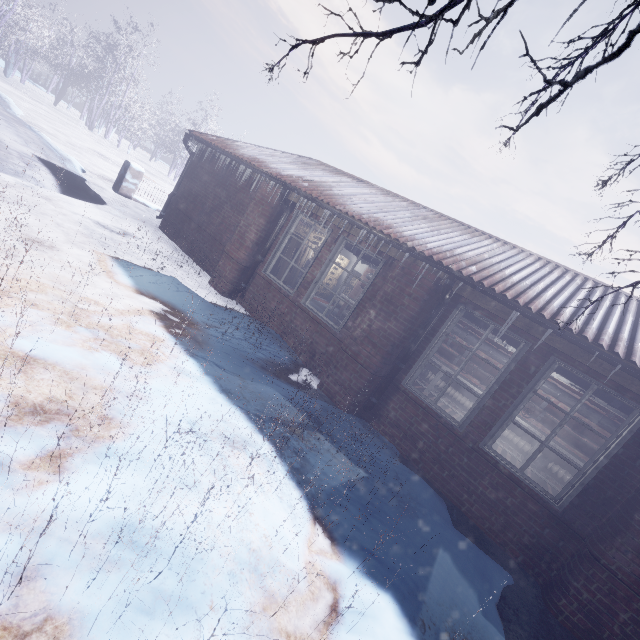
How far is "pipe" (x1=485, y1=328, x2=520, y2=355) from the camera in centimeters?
418cm

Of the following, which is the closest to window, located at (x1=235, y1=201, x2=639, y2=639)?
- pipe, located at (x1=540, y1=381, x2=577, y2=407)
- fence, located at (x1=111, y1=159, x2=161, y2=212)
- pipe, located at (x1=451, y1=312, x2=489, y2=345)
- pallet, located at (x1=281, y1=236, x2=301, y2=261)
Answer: pallet, located at (x1=281, y1=236, x2=301, y2=261)

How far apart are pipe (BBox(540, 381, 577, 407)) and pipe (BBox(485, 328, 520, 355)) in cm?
49

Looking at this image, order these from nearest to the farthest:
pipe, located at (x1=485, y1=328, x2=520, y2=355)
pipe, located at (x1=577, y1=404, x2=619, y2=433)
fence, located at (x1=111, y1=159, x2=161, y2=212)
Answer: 1. pipe, located at (x1=485, y1=328, x2=520, y2=355)
2. pipe, located at (x1=577, y1=404, x2=619, y2=433)
3. fence, located at (x1=111, y1=159, x2=161, y2=212)

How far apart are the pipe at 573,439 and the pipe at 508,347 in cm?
49

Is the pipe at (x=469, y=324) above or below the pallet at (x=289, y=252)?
above

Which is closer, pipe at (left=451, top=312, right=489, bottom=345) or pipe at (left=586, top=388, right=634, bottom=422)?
pipe at (left=586, top=388, right=634, bottom=422)

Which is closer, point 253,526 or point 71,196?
point 253,526
